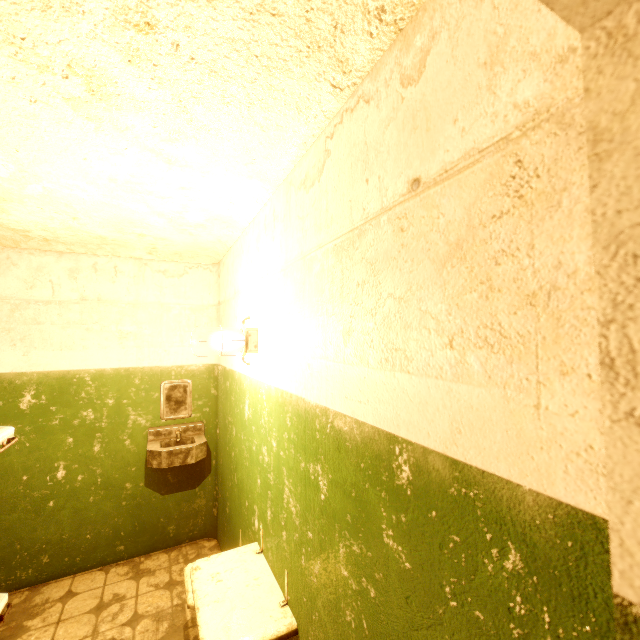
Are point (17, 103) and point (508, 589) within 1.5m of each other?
no

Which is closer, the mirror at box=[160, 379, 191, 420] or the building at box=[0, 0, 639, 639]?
the building at box=[0, 0, 639, 639]

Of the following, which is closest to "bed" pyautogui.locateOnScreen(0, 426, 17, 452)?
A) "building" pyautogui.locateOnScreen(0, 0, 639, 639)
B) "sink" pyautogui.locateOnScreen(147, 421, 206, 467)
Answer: "building" pyautogui.locateOnScreen(0, 0, 639, 639)

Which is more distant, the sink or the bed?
the sink

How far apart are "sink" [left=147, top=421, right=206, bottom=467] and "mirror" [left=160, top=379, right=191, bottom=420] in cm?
43

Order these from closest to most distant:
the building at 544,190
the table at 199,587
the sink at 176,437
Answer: the building at 544,190 < the table at 199,587 < the sink at 176,437

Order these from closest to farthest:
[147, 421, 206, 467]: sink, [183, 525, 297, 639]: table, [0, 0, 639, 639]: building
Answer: [0, 0, 639, 639]: building
[183, 525, 297, 639]: table
[147, 421, 206, 467]: sink

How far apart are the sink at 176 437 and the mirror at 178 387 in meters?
0.4
